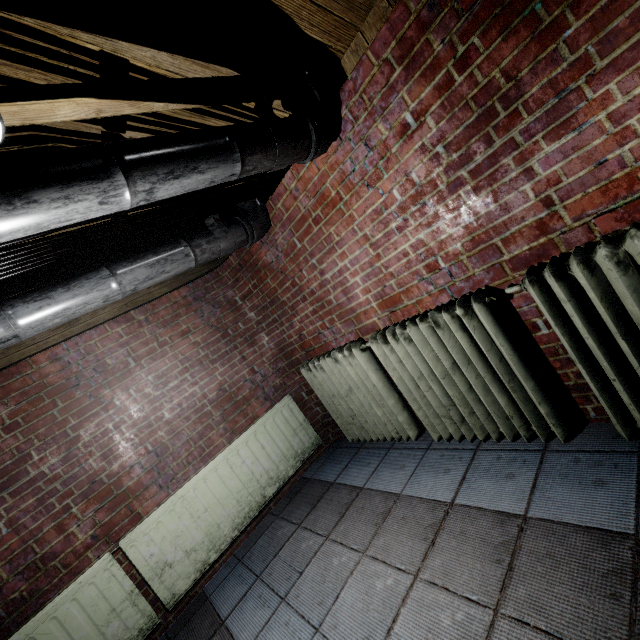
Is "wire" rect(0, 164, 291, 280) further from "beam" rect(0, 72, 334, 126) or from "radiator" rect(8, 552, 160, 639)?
"radiator" rect(8, 552, 160, 639)

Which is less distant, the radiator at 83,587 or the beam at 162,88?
the beam at 162,88

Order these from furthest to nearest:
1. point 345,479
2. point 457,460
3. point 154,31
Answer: point 345,479 < point 457,460 < point 154,31

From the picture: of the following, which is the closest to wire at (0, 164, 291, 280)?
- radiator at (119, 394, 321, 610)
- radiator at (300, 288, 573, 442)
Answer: radiator at (300, 288, 573, 442)

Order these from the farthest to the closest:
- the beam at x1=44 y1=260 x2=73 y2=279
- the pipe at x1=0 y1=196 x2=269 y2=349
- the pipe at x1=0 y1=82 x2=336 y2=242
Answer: the beam at x1=44 y1=260 x2=73 y2=279 → the pipe at x1=0 y1=196 x2=269 y2=349 → the pipe at x1=0 y1=82 x2=336 y2=242

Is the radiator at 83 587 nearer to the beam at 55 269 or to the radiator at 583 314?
the beam at 55 269

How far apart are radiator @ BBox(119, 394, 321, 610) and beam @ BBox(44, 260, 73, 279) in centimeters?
144cm

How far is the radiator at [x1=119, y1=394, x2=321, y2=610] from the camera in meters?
2.1 m
